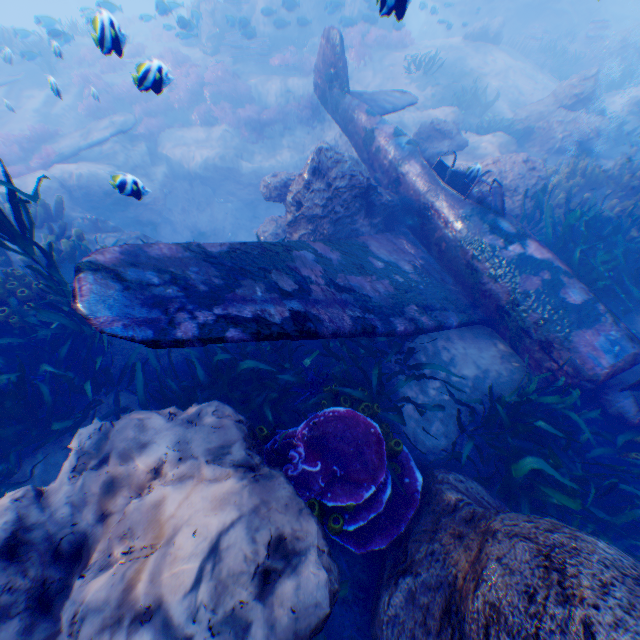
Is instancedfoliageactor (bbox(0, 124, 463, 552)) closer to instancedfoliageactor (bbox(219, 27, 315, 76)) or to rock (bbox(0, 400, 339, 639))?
rock (bbox(0, 400, 339, 639))

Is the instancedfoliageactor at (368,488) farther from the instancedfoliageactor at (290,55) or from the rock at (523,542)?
the instancedfoliageactor at (290,55)

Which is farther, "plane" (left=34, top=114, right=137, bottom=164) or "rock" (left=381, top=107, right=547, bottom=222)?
"plane" (left=34, top=114, right=137, bottom=164)

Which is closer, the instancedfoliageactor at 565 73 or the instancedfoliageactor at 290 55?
the instancedfoliageactor at 290 55

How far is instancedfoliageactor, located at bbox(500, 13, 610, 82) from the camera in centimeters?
1641cm

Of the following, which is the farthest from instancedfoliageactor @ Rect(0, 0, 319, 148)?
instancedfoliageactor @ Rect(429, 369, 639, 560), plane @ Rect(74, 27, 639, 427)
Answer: instancedfoliageactor @ Rect(429, 369, 639, 560)

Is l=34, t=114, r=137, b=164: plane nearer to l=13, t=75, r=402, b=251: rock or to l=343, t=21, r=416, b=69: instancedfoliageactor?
l=13, t=75, r=402, b=251: rock

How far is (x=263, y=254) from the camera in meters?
4.7 m
